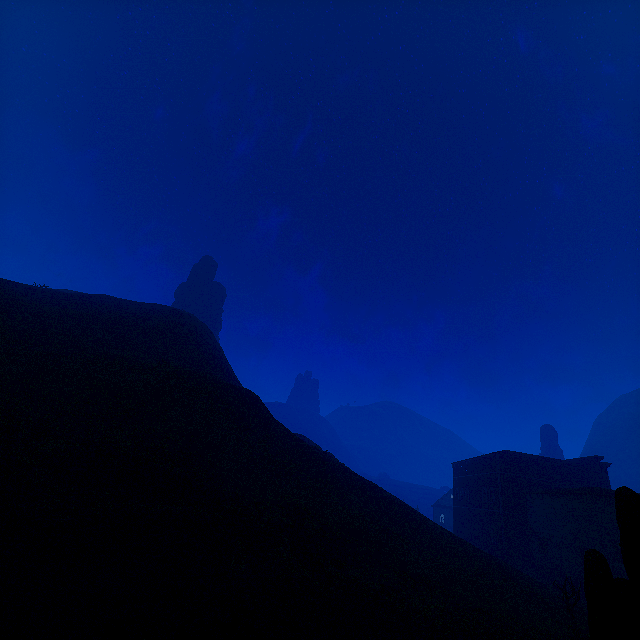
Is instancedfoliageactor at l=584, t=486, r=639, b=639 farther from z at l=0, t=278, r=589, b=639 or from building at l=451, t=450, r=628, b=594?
building at l=451, t=450, r=628, b=594

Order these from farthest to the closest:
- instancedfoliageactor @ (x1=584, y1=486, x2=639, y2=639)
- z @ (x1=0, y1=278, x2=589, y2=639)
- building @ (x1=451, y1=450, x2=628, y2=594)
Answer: building @ (x1=451, y1=450, x2=628, y2=594) < z @ (x1=0, y1=278, x2=589, y2=639) < instancedfoliageactor @ (x1=584, y1=486, x2=639, y2=639)

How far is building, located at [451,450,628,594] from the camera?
25.50m

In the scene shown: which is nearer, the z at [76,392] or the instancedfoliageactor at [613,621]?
the instancedfoliageactor at [613,621]

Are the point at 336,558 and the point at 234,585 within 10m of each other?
yes

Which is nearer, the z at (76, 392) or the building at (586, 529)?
the z at (76, 392)

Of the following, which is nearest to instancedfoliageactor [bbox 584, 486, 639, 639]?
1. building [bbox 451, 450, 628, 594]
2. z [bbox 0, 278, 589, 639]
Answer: z [bbox 0, 278, 589, 639]
